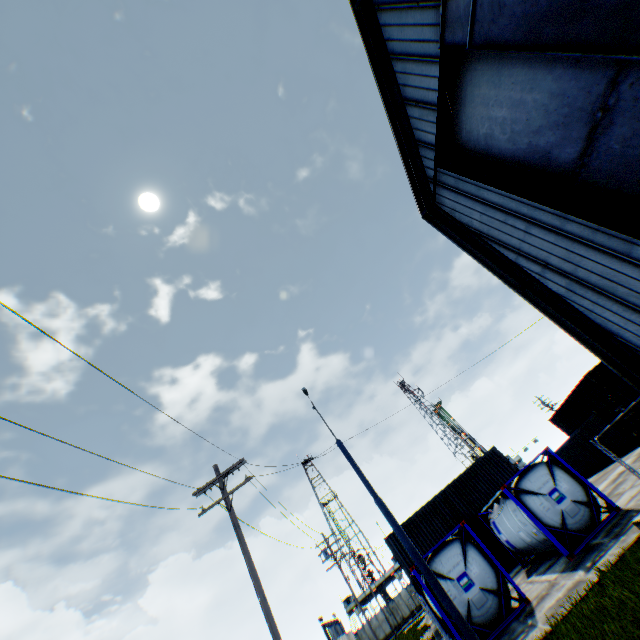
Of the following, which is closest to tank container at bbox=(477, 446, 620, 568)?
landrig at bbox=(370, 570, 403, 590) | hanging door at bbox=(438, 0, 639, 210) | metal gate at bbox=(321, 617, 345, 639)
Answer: hanging door at bbox=(438, 0, 639, 210)

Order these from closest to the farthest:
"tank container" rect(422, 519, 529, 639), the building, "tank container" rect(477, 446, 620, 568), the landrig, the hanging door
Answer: the hanging door < the building < "tank container" rect(422, 519, 529, 639) < "tank container" rect(477, 446, 620, 568) < the landrig

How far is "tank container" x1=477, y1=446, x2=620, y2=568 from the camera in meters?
12.7

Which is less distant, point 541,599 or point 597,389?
point 541,599

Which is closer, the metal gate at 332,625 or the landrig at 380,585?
the metal gate at 332,625

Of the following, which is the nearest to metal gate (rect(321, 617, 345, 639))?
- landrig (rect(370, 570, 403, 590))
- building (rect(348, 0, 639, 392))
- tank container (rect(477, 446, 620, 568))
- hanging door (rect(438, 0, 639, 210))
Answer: landrig (rect(370, 570, 403, 590))

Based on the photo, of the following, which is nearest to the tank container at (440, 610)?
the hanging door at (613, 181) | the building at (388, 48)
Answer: the building at (388, 48)
